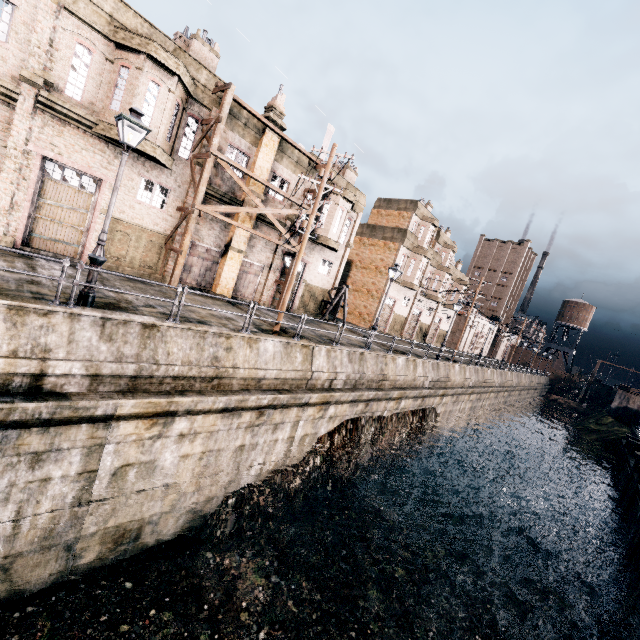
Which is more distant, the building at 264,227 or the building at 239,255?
the building at 264,227

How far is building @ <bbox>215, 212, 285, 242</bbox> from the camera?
21.97m

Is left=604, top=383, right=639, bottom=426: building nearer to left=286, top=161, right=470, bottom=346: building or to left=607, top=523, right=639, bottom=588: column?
left=607, top=523, right=639, bottom=588: column

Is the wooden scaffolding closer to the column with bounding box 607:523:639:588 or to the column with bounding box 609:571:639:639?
the column with bounding box 609:571:639:639

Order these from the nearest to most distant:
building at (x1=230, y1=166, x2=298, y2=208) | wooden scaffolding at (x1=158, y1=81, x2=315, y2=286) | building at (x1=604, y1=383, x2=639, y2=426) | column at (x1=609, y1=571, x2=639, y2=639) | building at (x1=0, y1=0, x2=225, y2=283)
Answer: building at (x1=0, y1=0, x2=225, y2=283)
column at (x1=609, y1=571, x2=639, y2=639)
wooden scaffolding at (x1=158, y1=81, x2=315, y2=286)
building at (x1=230, y1=166, x2=298, y2=208)
building at (x1=604, y1=383, x2=639, y2=426)

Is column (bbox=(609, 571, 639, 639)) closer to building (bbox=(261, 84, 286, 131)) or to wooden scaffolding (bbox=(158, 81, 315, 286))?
wooden scaffolding (bbox=(158, 81, 315, 286))

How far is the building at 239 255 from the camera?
21.2 meters

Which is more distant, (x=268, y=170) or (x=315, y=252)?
(x=315, y=252)
